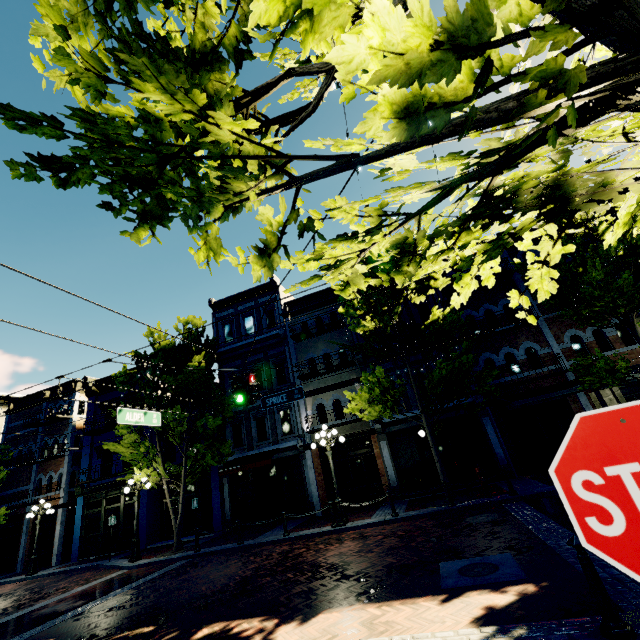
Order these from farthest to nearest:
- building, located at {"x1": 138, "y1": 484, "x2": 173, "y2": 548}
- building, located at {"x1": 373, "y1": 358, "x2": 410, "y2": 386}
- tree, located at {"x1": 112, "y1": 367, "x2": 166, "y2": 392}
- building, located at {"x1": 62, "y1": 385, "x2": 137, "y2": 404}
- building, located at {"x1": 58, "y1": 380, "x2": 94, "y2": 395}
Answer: building, located at {"x1": 58, "y1": 380, "x2": 94, "y2": 395}, building, located at {"x1": 62, "y1": 385, "x2": 137, "y2": 404}, building, located at {"x1": 138, "y1": 484, "x2": 173, "y2": 548}, building, located at {"x1": 373, "y1": 358, "x2": 410, "y2": 386}, tree, located at {"x1": 112, "y1": 367, "x2": 166, "y2": 392}

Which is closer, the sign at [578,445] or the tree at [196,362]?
the sign at [578,445]

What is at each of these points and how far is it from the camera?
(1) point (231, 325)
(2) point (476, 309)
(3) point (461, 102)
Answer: (1) building, 22.19m
(2) building, 17.34m
(3) tree, 1.16m

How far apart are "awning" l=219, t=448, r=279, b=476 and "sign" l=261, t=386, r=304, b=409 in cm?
562

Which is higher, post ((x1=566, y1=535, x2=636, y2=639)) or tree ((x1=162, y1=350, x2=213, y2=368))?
tree ((x1=162, y1=350, x2=213, y2=368))

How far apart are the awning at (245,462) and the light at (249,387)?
7.8m

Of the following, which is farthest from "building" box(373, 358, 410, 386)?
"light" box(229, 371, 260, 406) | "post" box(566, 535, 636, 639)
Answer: "post" box(566, 535, 636, 639)

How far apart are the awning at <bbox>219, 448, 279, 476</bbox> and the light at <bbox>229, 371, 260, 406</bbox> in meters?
7.8 m
